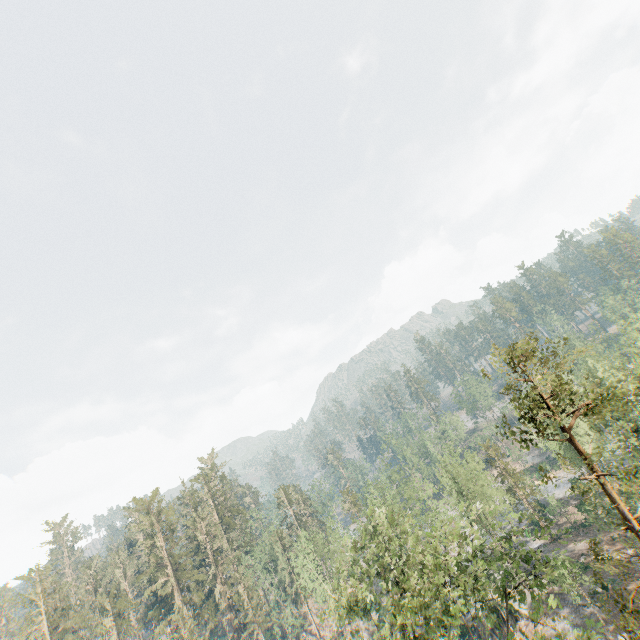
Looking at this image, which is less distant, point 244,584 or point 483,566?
point 483,566

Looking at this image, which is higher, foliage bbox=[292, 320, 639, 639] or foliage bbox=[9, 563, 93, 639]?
foliage bbox=[9, 563, 93, 639]

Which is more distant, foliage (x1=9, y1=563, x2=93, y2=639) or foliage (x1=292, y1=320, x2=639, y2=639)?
foliage (x1=9, y1=563, x2=93, y2=639)

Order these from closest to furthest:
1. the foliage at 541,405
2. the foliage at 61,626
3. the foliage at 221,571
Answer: the foliage at 541,405 < the foliage at 61,626 < the foliage at 221,571

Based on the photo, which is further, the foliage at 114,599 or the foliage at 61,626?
the foliage at 114,599

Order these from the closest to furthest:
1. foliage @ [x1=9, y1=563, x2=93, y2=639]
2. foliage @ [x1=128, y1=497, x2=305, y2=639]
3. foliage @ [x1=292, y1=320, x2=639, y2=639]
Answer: foliage @ [x1=292, y1=320, x2=639, y2=639], foliage @ [x1=9, y1=563, x2=93, y2=639], foliage @ [x1=128, y1=497, x2=305, y2=639]
